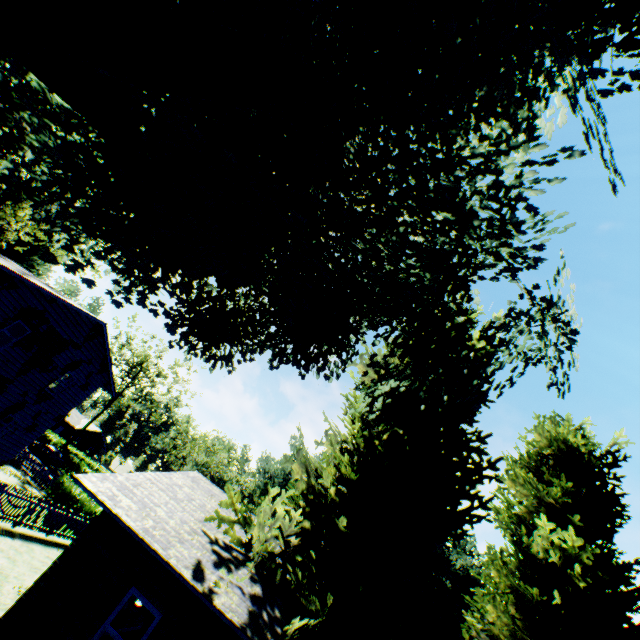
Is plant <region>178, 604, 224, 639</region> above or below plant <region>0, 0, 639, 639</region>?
below

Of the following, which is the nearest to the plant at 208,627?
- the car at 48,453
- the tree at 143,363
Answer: the car at 48,453

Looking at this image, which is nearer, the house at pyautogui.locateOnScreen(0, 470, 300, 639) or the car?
the house at pyautogui.locateOnScreen(0, 470, 300, 639)

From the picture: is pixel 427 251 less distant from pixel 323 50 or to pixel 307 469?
pixel 323 50

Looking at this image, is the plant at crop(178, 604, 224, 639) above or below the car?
above

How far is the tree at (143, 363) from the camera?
51.0m

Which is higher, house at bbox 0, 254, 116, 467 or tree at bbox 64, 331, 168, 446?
tree at bbox 64, 331, 168, 446

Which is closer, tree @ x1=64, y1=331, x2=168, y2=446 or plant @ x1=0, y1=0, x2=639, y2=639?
plant @ x1=0, y1=0, x2=639, y2=639
